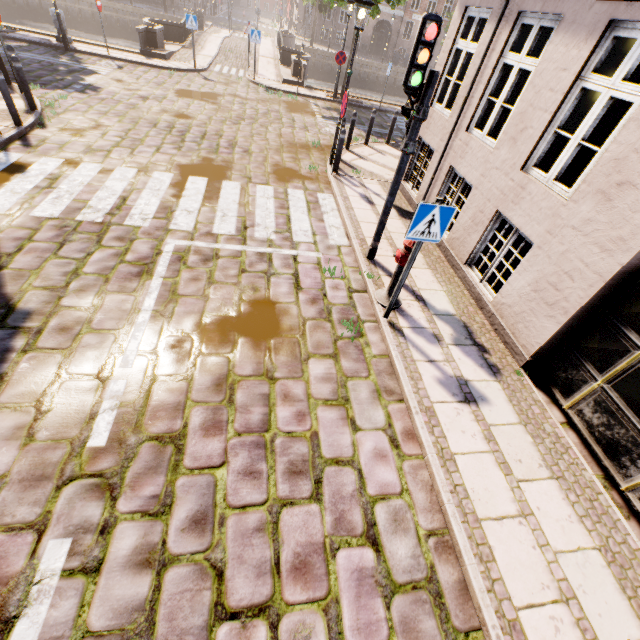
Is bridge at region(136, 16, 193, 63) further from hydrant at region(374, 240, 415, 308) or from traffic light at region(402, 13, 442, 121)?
hydrant at region(374, 240, 415, 308)

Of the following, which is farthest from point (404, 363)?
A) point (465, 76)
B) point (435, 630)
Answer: point (465, 76)

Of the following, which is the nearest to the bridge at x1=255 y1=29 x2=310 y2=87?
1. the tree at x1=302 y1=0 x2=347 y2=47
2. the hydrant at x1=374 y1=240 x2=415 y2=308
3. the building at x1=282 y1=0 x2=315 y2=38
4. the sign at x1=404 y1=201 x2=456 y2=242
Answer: the tree at x1=302 y1=0 x2=347 y2=47

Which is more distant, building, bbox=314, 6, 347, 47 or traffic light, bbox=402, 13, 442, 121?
building, bbox=314, 6, 347, 47

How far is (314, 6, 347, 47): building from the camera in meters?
37.3

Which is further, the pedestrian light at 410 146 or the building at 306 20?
the building at 306 20

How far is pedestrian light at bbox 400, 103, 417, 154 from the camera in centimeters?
475cm

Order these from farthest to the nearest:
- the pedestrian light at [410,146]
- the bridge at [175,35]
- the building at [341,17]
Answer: the building at [341,17]
the bridge at [175,35]
the pedestrian light at [410,146]
